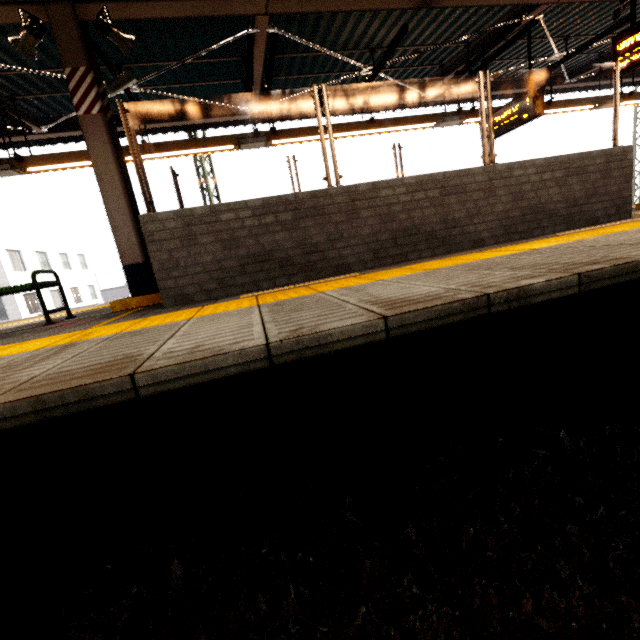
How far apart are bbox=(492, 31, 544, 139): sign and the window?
7.2 meters

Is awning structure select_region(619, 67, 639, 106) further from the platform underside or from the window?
the platform underside

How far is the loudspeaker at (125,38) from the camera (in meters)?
3.92

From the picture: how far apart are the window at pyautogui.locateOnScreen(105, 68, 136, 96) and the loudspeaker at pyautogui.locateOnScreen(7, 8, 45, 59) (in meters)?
1.19

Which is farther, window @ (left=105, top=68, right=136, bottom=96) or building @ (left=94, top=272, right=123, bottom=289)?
building @ (left=94, top=272, right=123, bottom=289)

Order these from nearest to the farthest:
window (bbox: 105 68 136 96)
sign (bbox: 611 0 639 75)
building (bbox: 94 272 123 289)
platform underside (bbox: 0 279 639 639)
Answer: platform underside (bbox: 0 279 639 639) < sign (bbox: 611 0 639 75) < window (bbox: 105 68 136 96) < building (bbox: 94 272 123 289)

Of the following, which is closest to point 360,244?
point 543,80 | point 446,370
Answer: point 446,370

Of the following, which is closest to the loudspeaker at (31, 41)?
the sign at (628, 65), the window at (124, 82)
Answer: the window at (124, 82)
